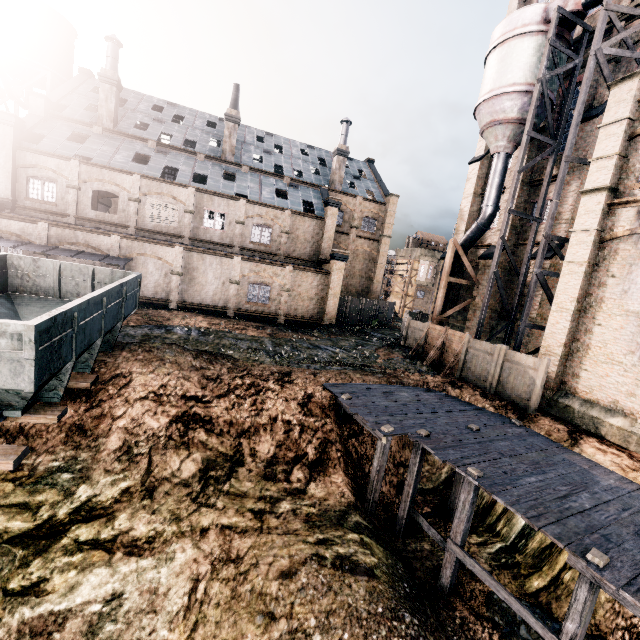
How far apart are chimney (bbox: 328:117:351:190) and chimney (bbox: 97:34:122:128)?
22.0 meters

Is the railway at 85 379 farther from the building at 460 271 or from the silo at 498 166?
the silo at 498 166

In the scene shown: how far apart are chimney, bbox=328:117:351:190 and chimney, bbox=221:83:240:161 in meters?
10.8 m

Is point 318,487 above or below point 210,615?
above

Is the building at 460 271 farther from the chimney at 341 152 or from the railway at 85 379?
the railway at 85 379

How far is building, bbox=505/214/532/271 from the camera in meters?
24.1

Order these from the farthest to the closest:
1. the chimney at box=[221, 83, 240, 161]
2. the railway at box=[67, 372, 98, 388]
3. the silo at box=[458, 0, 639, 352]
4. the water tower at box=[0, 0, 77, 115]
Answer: the chimney at box=[221, 83, 240, 161], the water tower at box=[0, 0, 77, 115], the silo at box=[458, 0, 639, 352], the railway at box=[67, 372, 98, 388]
